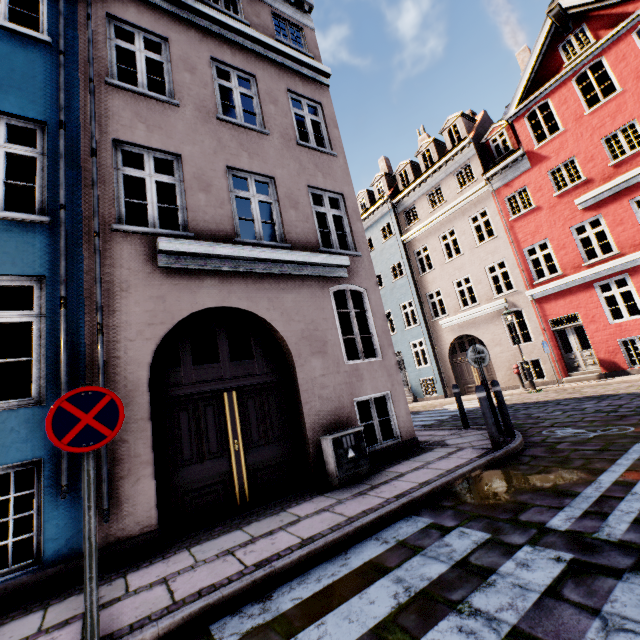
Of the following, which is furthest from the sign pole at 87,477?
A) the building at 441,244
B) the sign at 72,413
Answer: the building at 441,244

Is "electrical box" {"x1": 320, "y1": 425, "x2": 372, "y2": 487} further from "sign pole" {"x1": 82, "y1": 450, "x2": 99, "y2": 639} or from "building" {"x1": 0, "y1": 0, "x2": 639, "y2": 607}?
"sign pole" {"x1": 82, "y1": 450, "x2": 99, "y2": 639}

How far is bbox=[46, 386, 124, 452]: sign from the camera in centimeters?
262cm

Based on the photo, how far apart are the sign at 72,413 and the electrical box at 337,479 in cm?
342

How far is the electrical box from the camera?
5.4 meters

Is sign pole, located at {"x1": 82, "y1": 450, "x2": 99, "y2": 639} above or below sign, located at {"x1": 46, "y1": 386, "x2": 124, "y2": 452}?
below

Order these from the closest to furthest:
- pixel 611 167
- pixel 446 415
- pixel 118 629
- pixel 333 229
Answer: pixel 118 629
pixel 333 229
pixel 446 415
pixel 611 167

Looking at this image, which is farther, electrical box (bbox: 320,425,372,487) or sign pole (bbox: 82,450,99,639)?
electrical box (bbox: 320,425,372,487)
